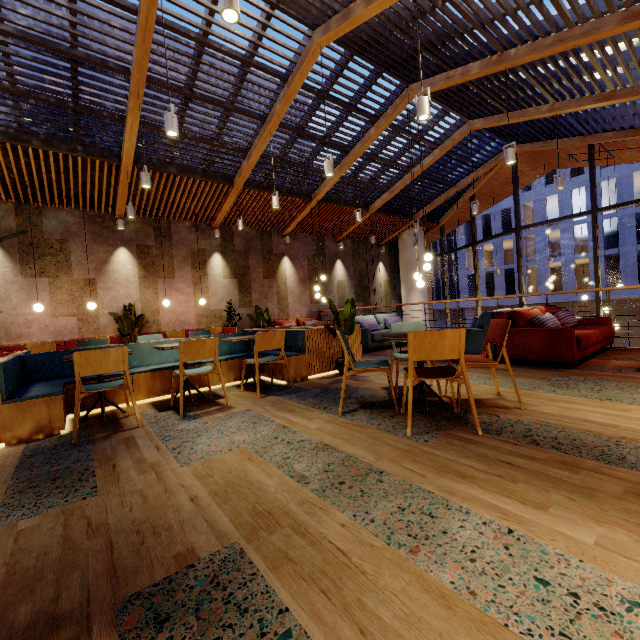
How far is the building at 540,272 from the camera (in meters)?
28.81

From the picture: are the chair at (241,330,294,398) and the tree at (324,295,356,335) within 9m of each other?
yes

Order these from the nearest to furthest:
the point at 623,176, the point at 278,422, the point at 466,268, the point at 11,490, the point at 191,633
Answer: the point at 191,633 < the point at 11,490 < the point at 278,422 < the point at 623,176 < the point at 466,268

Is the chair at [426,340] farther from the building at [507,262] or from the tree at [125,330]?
the building at [507,262]

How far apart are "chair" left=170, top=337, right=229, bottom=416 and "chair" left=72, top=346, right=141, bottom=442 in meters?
0.4

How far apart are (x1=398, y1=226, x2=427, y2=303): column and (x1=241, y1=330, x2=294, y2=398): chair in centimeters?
1123cm

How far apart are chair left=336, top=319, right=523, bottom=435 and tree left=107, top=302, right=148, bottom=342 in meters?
7.1

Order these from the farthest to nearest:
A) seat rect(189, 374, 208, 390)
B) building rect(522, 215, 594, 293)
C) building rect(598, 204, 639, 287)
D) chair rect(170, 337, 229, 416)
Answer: building rect(522, 215, 594, 293) → building rect(598, 204, 639, 287) → seat rect(189, 374, 208, 390) → chair rect(170, 337, 229, 416)
